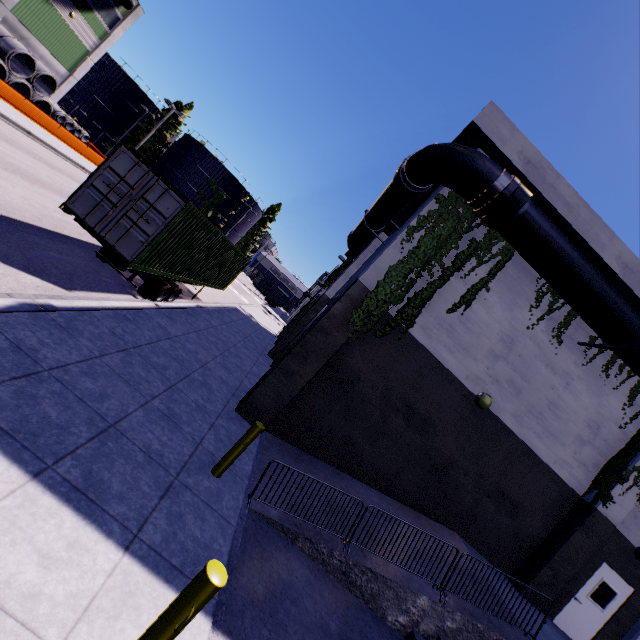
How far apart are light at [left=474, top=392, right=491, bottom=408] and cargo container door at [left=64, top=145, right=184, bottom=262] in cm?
969

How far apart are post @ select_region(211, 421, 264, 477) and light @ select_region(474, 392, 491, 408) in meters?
6.6

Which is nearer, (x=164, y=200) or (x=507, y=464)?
(x=164, y=200)

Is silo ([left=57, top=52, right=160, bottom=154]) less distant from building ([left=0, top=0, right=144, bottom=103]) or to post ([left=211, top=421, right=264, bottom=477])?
building ([left=0, top=0, right=144, bottom=103])

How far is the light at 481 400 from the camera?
9.3 meters

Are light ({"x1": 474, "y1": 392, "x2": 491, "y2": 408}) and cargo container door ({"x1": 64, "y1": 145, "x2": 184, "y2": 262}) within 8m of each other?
no

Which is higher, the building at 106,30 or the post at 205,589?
the building at 106,30

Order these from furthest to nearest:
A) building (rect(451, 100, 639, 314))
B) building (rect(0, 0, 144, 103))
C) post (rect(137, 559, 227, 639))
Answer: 1. building (rect(0, 0, 144, 103))
2. building (rect(451, 100, 639, 314))
3. post (rect(137, 559, 227, 639))
